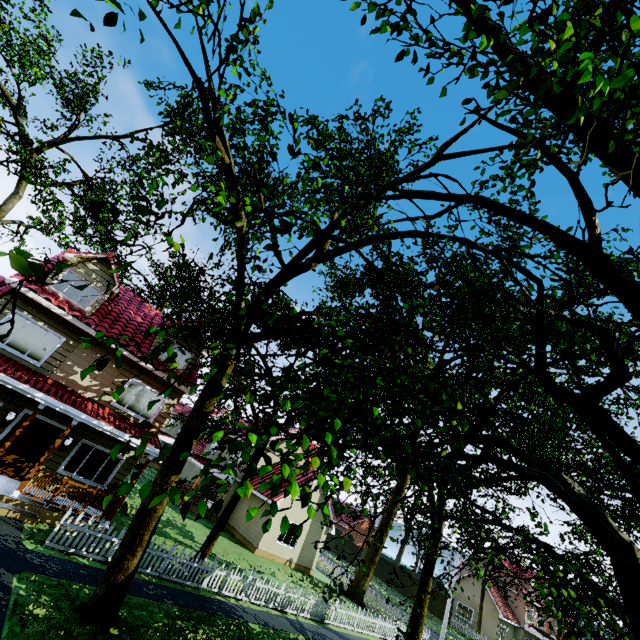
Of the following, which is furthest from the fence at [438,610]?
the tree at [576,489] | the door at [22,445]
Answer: the door at [22,445]

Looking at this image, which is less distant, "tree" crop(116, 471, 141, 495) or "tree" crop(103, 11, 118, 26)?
"tree" crop(116, 471, 141, 495)

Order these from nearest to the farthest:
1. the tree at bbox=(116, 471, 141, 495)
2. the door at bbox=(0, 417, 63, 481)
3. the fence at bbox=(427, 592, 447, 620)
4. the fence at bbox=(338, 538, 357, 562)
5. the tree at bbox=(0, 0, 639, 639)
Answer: the tree at bbox=(116, 471, 141, 495) → the tree at bbox=(0, 0, 639, 639) → the door at bbox=(0, 417, 63, 481) → the fence at bbox=(427, 592, 447, 620) → the fence at bbox=(338, 538, 357, 562)

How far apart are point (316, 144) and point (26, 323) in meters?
14.4

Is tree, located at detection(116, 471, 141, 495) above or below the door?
above

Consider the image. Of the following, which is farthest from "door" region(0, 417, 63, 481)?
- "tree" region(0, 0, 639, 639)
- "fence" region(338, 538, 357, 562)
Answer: "tree" region(0, 0, 639, 639)

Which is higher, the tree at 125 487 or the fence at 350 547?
the tree at 125 487

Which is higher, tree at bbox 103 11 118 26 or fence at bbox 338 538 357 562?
tree at bbox 103 11 118 26
